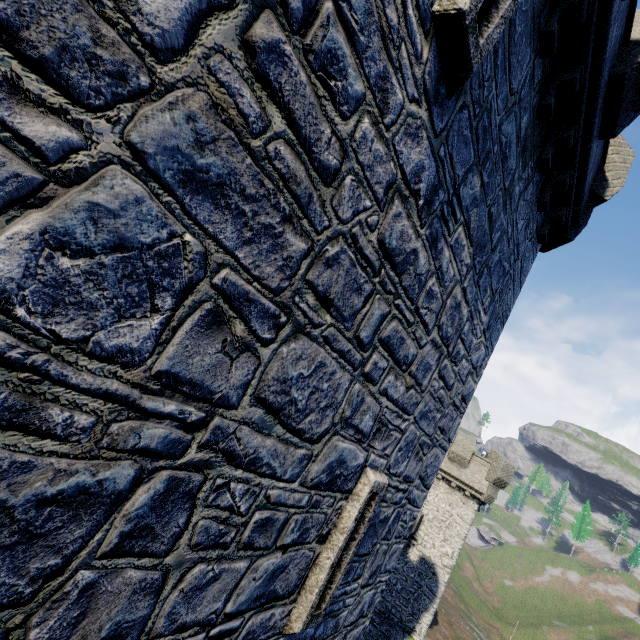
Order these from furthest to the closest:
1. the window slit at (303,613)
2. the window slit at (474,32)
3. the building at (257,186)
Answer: the window slit at (303,613), the window slit at (474,32), the building at (257,186)

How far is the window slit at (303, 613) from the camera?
3.71m

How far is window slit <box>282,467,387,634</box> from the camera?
3.71m

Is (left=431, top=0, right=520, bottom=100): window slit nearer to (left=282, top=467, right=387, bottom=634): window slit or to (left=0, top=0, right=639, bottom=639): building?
(left=0, top=0, right=639, bottom=639): building

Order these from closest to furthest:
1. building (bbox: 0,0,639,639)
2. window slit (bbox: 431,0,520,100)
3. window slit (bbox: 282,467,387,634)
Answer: building (bbox: 0,0,639,639) → window slit (bbox: 431,0,520,100) → window slit (bbox: 282,467,387,634)

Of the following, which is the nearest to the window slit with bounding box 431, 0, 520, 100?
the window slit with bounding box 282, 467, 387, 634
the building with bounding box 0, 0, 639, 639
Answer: the building with bounding box 0, 0, 639, 639

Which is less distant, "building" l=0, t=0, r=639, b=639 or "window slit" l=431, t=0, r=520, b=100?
"building" l=0, t=0, r=639, b=639

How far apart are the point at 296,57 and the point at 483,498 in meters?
26.8 m
